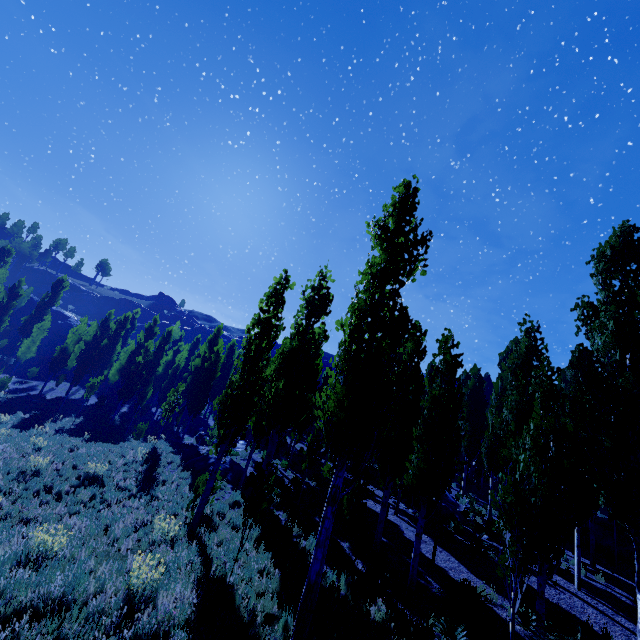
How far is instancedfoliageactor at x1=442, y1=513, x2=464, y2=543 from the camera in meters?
14.2

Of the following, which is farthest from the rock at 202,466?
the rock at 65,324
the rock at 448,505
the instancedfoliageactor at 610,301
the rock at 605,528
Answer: the rock at 65,324

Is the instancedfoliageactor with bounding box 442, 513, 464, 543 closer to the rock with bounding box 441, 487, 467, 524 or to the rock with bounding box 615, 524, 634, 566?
the rock with bounding box 615, 524, 634, 566

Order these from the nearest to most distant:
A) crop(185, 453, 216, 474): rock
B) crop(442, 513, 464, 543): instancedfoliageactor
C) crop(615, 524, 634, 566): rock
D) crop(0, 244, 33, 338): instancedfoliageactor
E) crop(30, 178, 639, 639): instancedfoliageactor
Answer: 1. crop(30, 178, 639, 639): instancedfoliageactor
2. crop(442, 513, 464, 543): instancedfoliageactor
3. crop(185, 453, 216, 474): rock
4. crop(615, 524, 634, 566): rock
5. crop(0, 244, 33, 338): instancedfoliageactor

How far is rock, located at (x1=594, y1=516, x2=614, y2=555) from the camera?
19.89m

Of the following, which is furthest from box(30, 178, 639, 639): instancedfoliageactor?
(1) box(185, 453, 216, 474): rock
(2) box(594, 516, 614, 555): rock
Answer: (1) box(185, 453, 216, 474): rock

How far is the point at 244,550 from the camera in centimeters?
999cm

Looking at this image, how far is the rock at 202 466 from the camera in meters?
17.4 m
